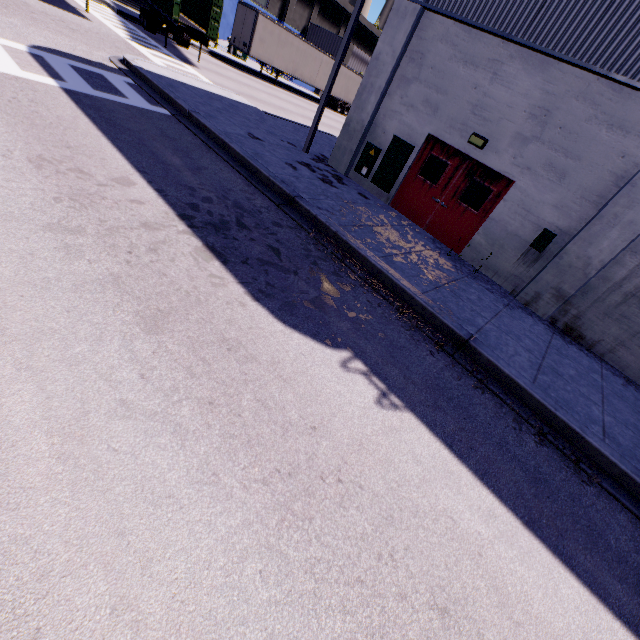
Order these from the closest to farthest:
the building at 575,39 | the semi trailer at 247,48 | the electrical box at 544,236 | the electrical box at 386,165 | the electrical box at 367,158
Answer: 1. the building at 575,39
2. the electrical box at 544,236
3. the electrical box at 386,165
4. the electrical box at 367,158
5. the semi trailer at 247,48

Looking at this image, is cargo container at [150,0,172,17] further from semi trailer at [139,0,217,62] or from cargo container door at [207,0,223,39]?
cargo container door at [207,0,223,39]

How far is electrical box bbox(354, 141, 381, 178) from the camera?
10.78m

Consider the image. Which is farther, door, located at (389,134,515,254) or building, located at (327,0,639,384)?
door, located at (389,134,515,254)

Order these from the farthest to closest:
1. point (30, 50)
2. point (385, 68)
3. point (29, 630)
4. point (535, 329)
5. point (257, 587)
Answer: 1. point (385, 68)
2. point (30, 50)
3. point (535, 329)
4. point (257, 587)
5. point (29, 630)

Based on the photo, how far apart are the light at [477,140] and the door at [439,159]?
0.25m

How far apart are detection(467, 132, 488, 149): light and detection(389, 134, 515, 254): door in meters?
0.3

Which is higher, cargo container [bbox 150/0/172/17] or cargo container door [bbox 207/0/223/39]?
cargo container door [bbox 207/0/223/39]
